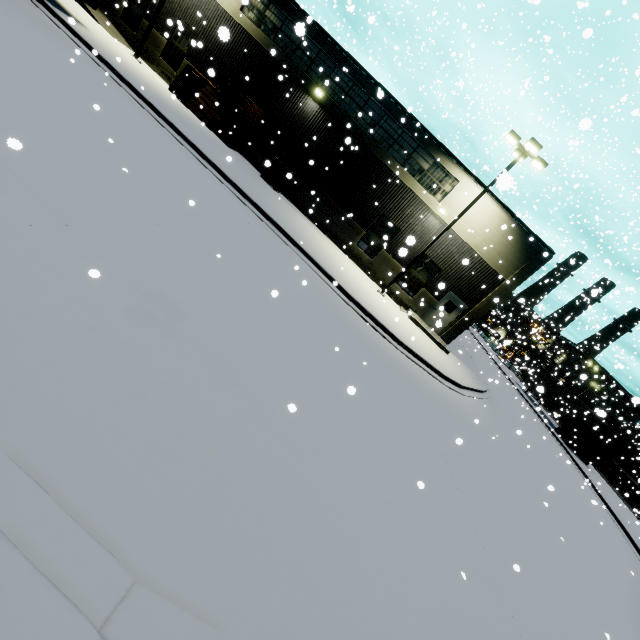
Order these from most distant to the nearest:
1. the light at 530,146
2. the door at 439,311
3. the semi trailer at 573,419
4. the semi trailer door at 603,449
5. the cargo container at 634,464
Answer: the cargo container at 634,464
the semi trailer at 573,419
the semi trailer door at 603,449
the door at 439,311
the light at 530,146

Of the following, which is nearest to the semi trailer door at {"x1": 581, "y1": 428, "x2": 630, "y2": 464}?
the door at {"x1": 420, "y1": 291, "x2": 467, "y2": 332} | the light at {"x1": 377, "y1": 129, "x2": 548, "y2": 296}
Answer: the door at {"x1": 420, "y1": 291, "x2": 467, "y2": 332}

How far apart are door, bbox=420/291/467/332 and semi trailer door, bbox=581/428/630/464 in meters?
19.3 m

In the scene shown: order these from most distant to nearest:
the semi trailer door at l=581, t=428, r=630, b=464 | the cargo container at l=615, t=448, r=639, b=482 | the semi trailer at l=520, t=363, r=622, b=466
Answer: the cargo container at l=615, t=448, r=639, b=482 → the semi trailer at l=520, t=363, r=622, b=466 → the semi trailer door at l=581, t=428, r=630, b=464

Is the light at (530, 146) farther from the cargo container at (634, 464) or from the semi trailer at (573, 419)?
the cargo container at (634, 464)

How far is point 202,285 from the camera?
5.9m

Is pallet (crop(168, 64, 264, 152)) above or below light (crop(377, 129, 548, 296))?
below

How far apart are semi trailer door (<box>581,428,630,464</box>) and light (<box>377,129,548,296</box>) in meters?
23.8 m
